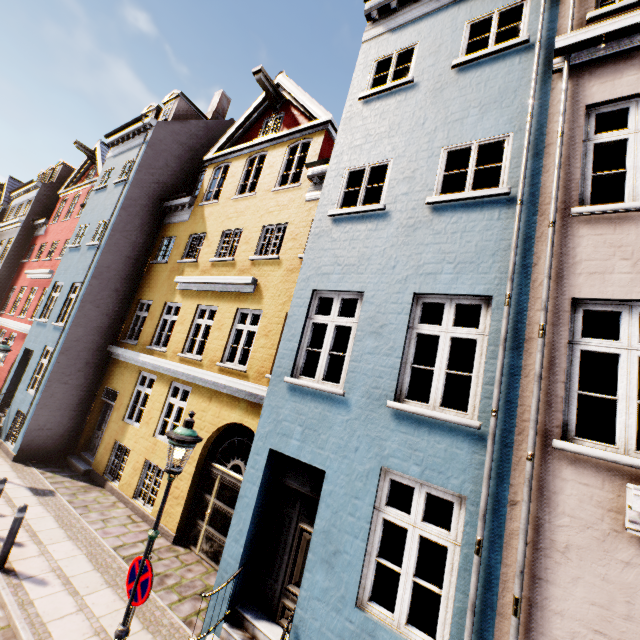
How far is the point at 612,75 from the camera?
4.6 meters

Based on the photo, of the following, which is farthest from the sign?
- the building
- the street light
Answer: the building

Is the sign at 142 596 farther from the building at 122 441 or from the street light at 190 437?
the building at 122 441

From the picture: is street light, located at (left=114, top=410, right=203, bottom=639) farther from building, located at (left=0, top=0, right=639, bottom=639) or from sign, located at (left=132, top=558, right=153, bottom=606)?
building, located at (left=0, top=0, right=639, bottom=639)

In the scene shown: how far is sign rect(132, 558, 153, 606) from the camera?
4.1m
